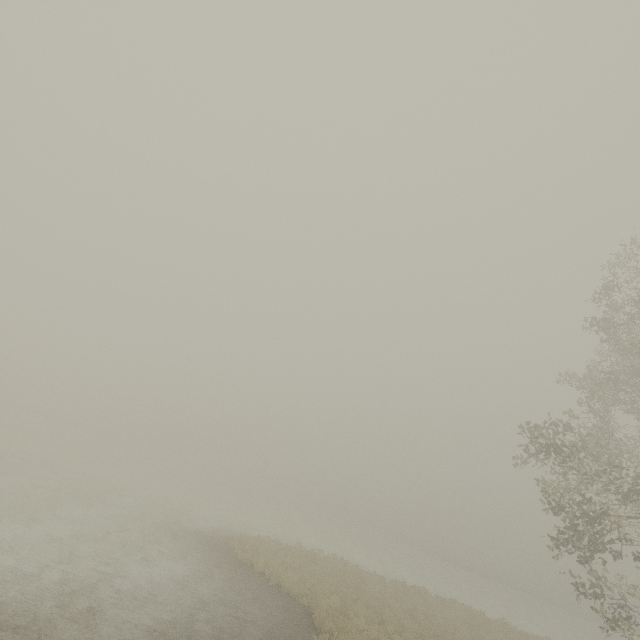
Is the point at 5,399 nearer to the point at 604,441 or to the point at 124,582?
the point at 124,582
